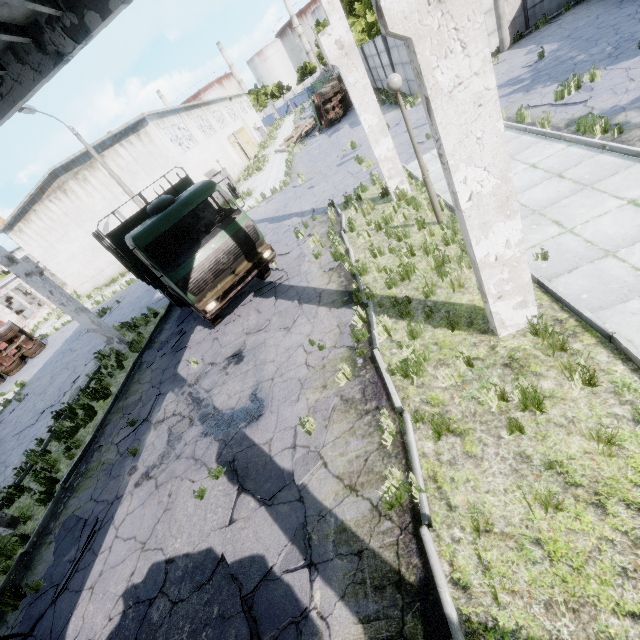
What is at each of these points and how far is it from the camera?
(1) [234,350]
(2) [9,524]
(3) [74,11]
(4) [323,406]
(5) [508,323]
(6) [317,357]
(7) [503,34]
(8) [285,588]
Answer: (1) asphalt debris, 8.9m
(2) column beam, 8.2m
(3) column beam, 7.6m
(4) asphalt debris, 5.8m
(5) column beam, 4.9m
(6) asphalt debris, 6.9m
(7) lamp post, 16.6m
(8) asphalt debris, 4.0m

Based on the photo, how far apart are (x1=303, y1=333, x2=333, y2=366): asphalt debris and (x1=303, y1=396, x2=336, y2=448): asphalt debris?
1.0m

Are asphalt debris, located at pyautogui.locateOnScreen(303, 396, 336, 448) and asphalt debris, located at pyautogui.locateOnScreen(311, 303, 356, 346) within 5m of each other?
yes

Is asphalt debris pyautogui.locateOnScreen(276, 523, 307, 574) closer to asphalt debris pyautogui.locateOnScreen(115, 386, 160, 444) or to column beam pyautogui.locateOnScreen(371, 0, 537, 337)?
asphalt debris pyautogui.locateOnScreen(115, 386, 160, 444)

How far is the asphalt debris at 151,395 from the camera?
8.62m

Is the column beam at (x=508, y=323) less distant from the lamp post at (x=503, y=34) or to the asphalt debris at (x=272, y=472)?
the asphalt debris at (x=272, y=472)

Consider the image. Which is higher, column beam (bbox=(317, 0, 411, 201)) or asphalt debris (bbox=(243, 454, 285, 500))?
column beam (bbox=(317, 0, 411, 201))

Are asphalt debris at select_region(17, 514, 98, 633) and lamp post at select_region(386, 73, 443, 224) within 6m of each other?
no
